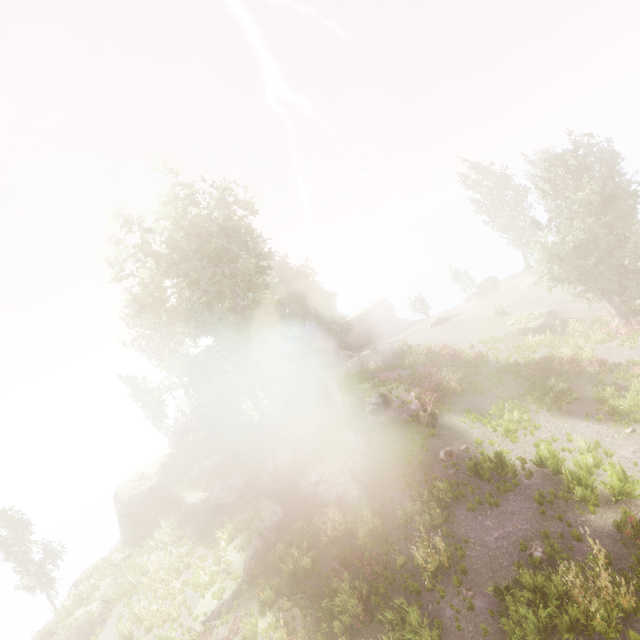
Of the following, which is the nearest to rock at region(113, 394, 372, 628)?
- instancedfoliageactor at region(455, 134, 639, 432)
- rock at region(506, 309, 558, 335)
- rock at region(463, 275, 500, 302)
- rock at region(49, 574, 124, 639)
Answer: instancedfoliageactor at region(455, 134, 639, 432)

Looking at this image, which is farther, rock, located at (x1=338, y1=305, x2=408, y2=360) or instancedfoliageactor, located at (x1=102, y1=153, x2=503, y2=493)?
rock, located at (x1=338, y1=305, x2=408, y2=360)

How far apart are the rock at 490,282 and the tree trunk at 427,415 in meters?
32.2

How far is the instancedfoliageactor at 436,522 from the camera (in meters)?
12.16

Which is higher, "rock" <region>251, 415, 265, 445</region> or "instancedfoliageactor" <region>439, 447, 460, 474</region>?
"rock" <region>251, 415, 265, 445</region>

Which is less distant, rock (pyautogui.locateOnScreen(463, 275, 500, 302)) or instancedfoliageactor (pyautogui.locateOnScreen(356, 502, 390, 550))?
instancedfoliageactor (pyautogui.locateOnScreen(356, 502, 390, 550))

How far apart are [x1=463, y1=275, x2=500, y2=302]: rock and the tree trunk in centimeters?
3224cm

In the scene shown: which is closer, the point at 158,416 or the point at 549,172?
the point at 549,172
